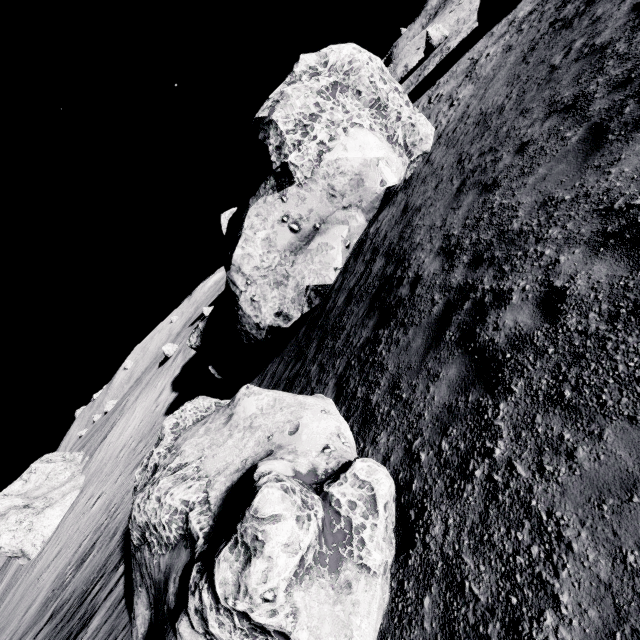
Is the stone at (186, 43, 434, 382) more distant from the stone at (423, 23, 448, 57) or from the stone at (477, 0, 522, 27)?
the stone at (423, 23, 448, 57)

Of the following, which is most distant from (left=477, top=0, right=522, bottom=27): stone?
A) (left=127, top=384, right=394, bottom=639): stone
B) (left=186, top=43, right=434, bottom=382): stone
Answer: (left=127, top=384, right=394, bottom=639): stone

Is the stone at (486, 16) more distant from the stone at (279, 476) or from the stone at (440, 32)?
the stone at (279, 476)

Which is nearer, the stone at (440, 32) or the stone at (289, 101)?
the stone at (289, 101)

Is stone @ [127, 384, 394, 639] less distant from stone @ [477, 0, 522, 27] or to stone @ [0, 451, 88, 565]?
stone @ [477, 0, 522, 27]

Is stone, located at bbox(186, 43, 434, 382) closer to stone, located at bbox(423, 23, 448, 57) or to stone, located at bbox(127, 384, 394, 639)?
stone, located at bbox(127, 384, 394, 639)

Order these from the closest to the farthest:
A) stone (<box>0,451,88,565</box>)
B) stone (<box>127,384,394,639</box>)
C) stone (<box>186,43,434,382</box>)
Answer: stone (<box>127,384,394,639</box>) → stone (<box>186,43,434,382</box>) → stone (<box>0,451,88,565</box>)

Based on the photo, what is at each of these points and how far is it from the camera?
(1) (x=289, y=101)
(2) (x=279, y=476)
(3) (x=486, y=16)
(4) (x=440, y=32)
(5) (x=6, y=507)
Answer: (1) stone, 13.34m
(2) stone, 3.18m
(3) stone, 23.64m
(4) stone, 33.88m
(5) stone, 36.72m
